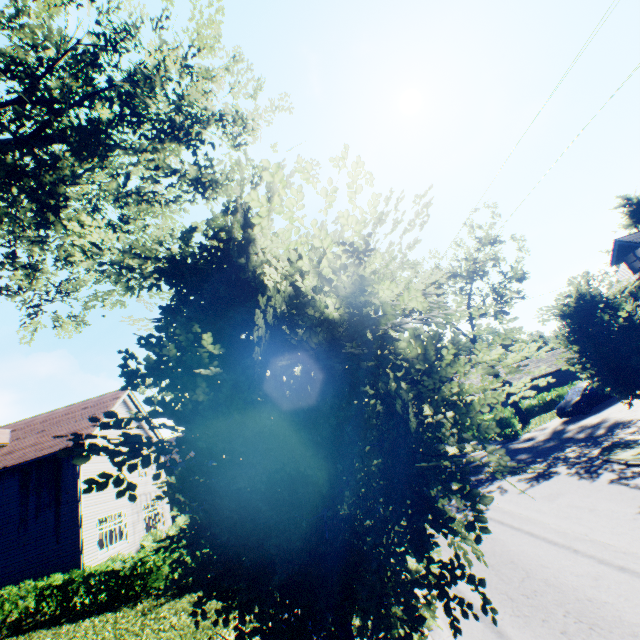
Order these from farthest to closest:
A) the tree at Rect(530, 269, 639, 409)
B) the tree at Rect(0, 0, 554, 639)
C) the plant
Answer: the plant → the tree at Rect(530, 269, 639, 409) → the tree at Rect(0, 0, 554, 639)

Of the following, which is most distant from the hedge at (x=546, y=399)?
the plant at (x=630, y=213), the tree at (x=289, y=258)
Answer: the plant at (x=630, y=213)

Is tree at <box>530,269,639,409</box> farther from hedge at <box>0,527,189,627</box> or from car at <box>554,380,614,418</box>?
car at <box>554,380,614,418</box>

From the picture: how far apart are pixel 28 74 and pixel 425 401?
6.72m

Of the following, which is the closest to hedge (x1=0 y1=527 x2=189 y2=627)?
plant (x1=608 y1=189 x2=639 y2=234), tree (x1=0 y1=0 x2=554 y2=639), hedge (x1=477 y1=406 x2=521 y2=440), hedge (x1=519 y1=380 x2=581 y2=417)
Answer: tree (x1=0 y1=0 x2=554 y2=639)

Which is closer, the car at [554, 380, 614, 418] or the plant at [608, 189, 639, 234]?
the car at [554, 380, 614, 418]

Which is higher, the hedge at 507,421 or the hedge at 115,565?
the hedge at 115,565

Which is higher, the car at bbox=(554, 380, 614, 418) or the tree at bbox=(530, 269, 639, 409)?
the tree at bbox=(530, 269, 639, 409)
